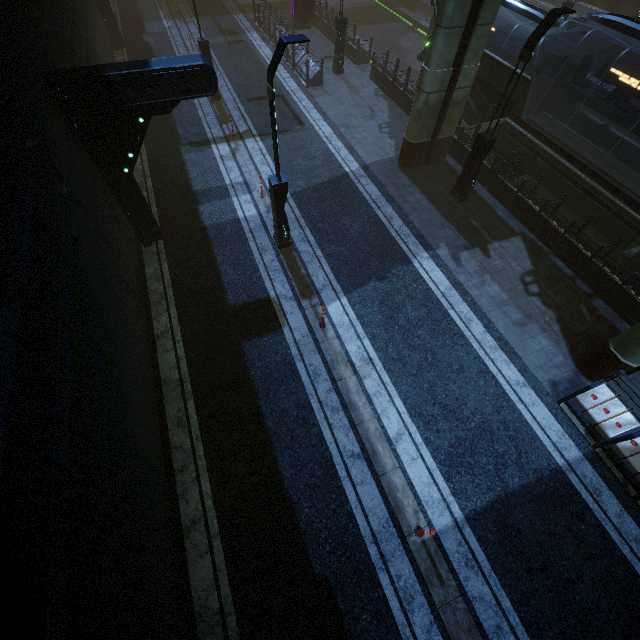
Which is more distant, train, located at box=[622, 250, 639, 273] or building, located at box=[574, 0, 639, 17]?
building, located at box=[574, 0, 639, 17]

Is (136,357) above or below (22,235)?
below

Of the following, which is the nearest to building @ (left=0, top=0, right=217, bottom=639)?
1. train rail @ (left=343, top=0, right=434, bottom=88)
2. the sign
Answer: train rail @ (left=343, top=0, right=434, bottom=88)

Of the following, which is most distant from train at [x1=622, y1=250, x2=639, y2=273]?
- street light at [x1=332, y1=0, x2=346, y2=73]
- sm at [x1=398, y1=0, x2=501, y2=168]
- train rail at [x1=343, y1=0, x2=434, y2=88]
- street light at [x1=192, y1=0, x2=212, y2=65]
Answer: street light at [x1=192, y1=0, x2=212, y2=65]

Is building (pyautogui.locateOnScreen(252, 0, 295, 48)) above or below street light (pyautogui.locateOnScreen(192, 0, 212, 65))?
below

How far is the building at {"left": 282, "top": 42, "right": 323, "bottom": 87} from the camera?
17.5m

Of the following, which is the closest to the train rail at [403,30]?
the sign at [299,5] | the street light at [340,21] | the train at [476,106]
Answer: the train at [476,106]

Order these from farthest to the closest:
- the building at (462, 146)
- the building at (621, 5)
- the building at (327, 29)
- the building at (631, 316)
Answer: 1. the building at (621, 5)
2. the building at (327, 29)
3. the building at (462, 146)
4. the building at (631, 316)
